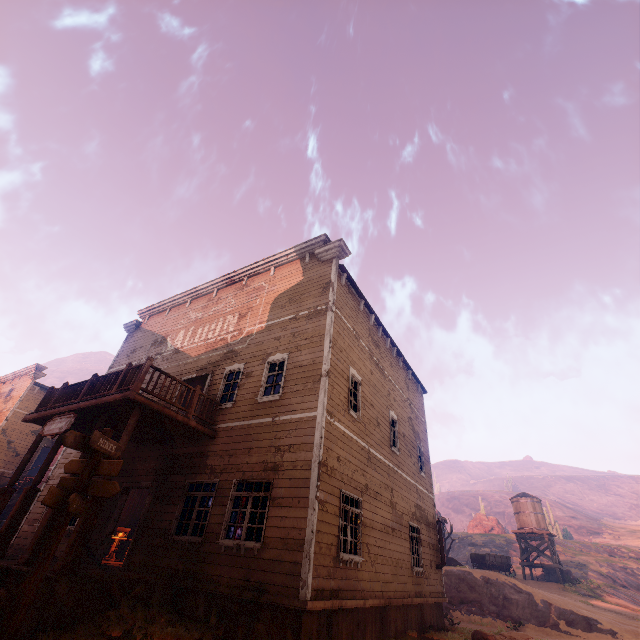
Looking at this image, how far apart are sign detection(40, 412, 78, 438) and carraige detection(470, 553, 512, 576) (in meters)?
33.19

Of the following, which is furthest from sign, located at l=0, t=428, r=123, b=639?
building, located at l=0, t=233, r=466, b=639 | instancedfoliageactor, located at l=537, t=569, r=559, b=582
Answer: instancedfoliageactor, located at l=537, t=569, r=559, b=582

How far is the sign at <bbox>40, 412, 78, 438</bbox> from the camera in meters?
9.1

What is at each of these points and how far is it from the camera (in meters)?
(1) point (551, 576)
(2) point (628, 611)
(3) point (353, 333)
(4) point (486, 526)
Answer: (1) instancedfoliageactor, 29.59
(2) z, 21.14
(3) building, 12.53
(4) instancedfoliageactor, 47.78

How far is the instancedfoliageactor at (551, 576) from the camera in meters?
29.2

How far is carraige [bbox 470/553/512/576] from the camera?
27.6 meters

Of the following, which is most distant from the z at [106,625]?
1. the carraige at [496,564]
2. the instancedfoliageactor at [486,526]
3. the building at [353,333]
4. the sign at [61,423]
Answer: the carraige at [496,564]

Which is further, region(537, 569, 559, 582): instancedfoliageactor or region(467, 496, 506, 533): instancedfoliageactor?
region(467, 496, 506, 533): instancedfoliageactor
